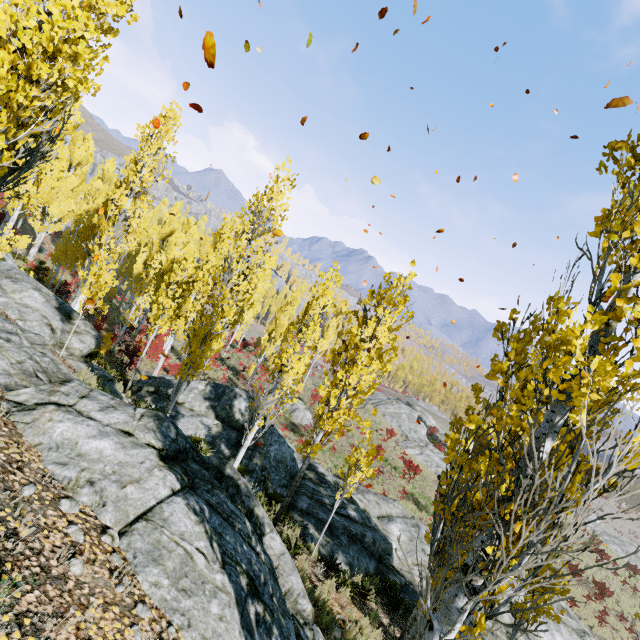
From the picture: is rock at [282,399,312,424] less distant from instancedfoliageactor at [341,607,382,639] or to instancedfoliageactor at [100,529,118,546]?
instancedfoliageactor at [341,607,382,639]

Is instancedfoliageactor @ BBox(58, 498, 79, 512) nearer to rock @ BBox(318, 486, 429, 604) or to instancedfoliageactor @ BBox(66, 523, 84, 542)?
instancedfoliageactor @ BBox(66, 523, 84, 542)

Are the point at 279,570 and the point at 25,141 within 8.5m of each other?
yes

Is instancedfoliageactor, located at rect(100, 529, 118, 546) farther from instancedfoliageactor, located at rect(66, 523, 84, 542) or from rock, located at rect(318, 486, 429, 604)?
rock, located at rect(318, 486, 429, 604)

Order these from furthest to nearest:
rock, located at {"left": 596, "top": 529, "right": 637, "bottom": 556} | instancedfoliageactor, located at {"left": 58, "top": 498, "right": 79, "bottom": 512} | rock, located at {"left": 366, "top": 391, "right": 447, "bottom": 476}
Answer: rock, located at {"left": 596, "top": 529, "right": 637, "bottom": 556} → rock, located at {"left": 366, "top": 391, "right": 447, "bottom": 476} → instancedfoliageactor, located at {"left": 58, "top": 498, "right": 79, "bottom": 512}

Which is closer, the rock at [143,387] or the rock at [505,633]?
the rock at [505,633]

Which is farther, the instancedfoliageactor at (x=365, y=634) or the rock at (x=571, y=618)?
the rock at (x=571, y=618)

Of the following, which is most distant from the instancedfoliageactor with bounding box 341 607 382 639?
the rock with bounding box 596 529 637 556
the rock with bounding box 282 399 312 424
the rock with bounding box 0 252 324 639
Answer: the rock with bounding box 596 529 637 556
